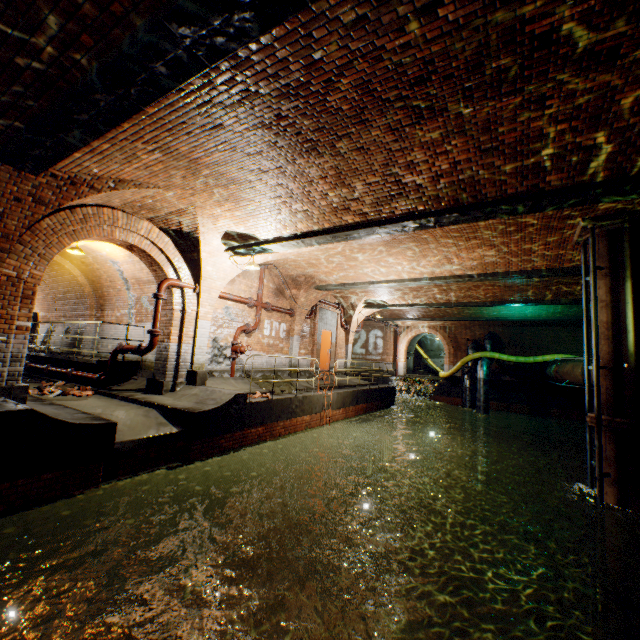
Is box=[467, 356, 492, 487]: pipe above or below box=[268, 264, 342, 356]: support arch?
below

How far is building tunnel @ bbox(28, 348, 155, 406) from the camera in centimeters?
807cm

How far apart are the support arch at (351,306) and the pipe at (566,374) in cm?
863

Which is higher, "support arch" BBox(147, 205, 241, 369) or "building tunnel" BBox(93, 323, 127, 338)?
"support arch" BBox(147, 205, 241, 369)

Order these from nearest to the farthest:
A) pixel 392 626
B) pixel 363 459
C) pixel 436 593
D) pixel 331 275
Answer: pixel 392 626, pixel 436 593, pixel 331 275, pixel 363 459

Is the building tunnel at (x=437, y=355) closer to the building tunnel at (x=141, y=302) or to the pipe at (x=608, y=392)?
the pipe at (x=608, y=392)

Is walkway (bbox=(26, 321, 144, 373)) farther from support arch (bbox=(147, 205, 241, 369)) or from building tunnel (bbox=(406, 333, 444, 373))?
building tunnel (bbox=(406, 333, 444, 373))

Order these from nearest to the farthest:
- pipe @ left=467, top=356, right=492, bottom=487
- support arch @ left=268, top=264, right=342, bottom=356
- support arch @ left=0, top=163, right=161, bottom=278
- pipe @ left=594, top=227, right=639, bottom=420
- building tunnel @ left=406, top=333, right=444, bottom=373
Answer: support arch @ left=0, top=163, right=161, bottom=278 < pipe @ left=594, top=227, right=639, bottom=420 < support arch @ left=268, top=264, right=342, bottom=356 < pipe @ left=467, top=356, right=492, bottom=487 < building tunnel @ left=406, top=333, right=444, bottom=373
